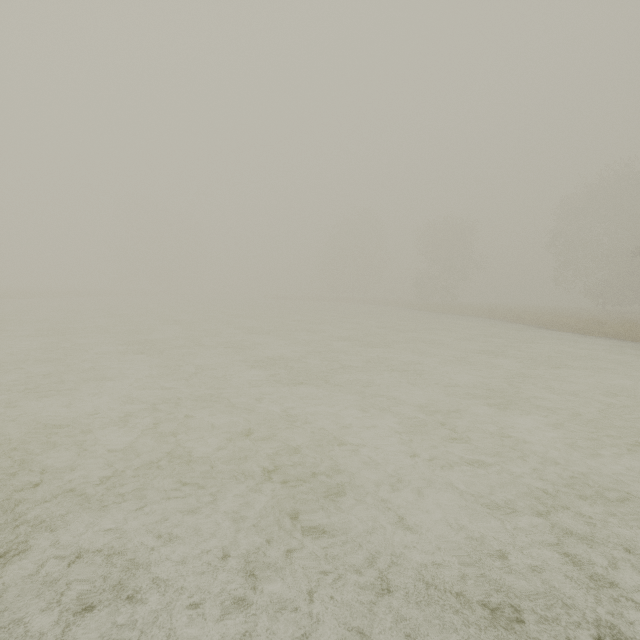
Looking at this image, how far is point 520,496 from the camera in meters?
3.7 m
